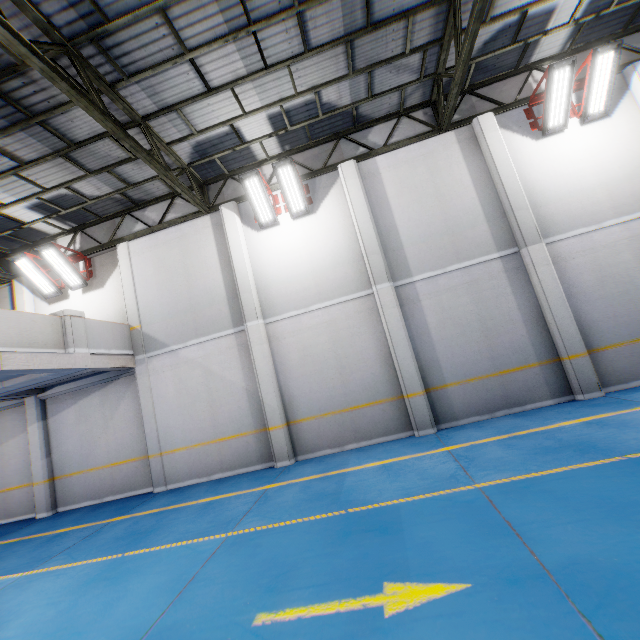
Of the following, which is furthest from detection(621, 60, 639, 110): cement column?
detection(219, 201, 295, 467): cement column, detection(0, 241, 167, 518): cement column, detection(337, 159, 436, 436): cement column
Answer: detection(0, 241, 167, 518): cement column

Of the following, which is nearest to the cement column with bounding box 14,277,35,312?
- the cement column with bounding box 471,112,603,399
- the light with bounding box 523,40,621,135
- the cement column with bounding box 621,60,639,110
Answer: the cement column with bounding box 471,112,603,399

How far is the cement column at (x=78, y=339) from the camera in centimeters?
813cm

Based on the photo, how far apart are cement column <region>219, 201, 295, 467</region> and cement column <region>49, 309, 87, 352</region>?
4.04m

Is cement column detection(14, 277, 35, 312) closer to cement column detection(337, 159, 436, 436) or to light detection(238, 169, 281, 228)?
light detection(238, 169, 281, 228)

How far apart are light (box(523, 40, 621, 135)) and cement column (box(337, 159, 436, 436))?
4.8 meters

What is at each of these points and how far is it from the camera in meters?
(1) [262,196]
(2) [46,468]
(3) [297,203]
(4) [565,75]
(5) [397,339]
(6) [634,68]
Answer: (1) light, 9.3
(2) cement column, 10.3
(3) light, 9.5
(4) light, 8.0
(5) cement column, 8.6
(6) cement column, 8.4

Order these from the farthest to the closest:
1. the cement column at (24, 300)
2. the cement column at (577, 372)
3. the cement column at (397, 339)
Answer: the cement column at (24, 300)
the cement column at (397, 339)
the cement column at (577, 372)
